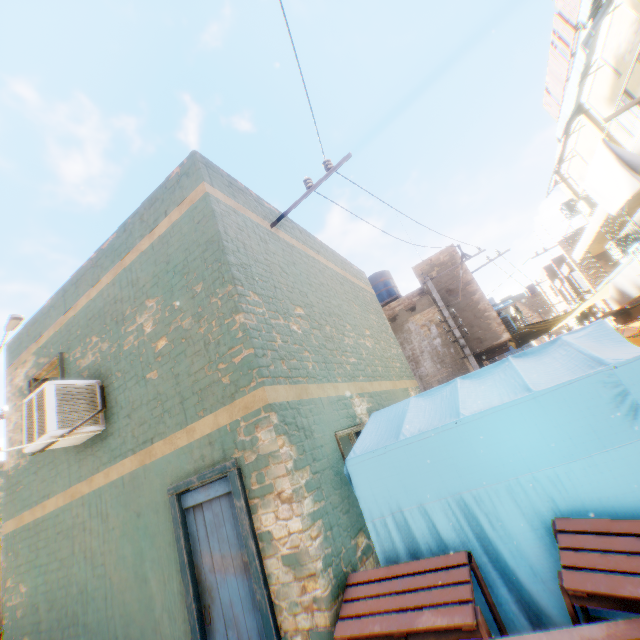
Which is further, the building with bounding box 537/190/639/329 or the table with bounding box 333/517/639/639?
the building with bounding box 537/190/639/329

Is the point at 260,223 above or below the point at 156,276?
above

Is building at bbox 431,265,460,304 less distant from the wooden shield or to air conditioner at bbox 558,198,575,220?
air conditioner at bbox 558,198,575,220

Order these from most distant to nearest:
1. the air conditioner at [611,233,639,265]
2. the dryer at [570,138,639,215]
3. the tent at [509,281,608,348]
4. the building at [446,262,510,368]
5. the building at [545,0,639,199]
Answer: the tent at [509,281,608,348] → the building at [446,262,510,368] → the air conditioner at [611,233,639,265] → the building at [545,0,639,199] → the dryer at [570,138,639,215]

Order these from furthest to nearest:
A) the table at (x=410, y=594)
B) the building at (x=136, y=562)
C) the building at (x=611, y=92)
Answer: the building at (x=611, y=92)
the building at (x=136, y=562)
the table at (x=410, y=594)

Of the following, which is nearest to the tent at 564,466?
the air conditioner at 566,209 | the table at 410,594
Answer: the table at 410,594

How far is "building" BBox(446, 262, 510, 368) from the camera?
13.52m

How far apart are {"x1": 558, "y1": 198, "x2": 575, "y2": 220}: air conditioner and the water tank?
9.1 meters
